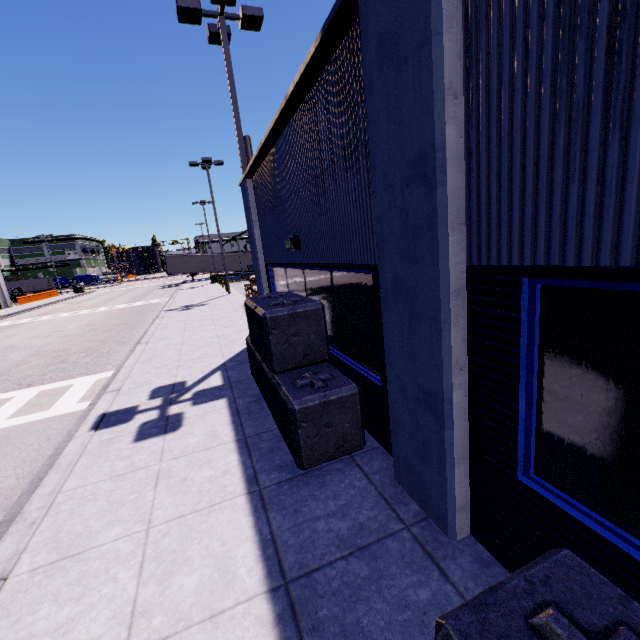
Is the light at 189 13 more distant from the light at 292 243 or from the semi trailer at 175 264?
the semi trailer at 175 264

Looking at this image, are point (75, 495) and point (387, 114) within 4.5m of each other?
no

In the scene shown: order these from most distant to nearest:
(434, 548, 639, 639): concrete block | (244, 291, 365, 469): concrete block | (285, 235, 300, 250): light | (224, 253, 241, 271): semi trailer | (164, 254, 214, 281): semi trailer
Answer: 1. (224, 253, 241, 271): semi trailer
2. (164, 254, 214, 281): semi trailer
3. (285, 235, 300, 250): light
4. (244, 291, 365, 469): concrete block
5. (434, 548, 639, 639): concrete block

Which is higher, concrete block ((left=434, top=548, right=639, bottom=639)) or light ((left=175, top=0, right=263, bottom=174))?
light ((left=175, top=0, right=263, bottom=174))

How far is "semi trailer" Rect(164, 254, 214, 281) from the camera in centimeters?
4604cm

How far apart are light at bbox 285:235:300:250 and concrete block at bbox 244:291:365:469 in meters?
0.8 m

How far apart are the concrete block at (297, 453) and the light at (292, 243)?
0.8m

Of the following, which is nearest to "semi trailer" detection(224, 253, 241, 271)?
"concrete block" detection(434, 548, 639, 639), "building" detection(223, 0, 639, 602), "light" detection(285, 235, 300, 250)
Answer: "building" detection(223, 0, 639, 602)
